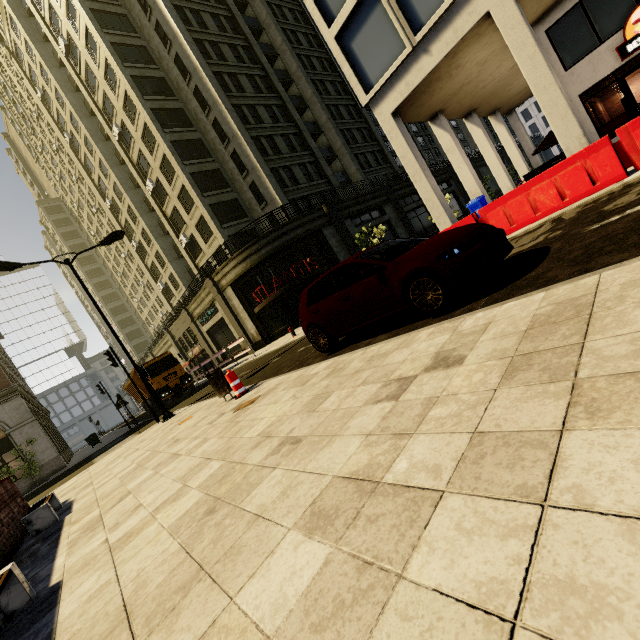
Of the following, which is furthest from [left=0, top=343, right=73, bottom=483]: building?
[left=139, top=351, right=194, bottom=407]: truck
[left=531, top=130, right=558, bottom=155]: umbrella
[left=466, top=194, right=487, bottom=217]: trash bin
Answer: [left=531, top=130, right=558, bottom=155]: umbrella

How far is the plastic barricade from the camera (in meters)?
7.68

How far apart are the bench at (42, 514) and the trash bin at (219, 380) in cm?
364

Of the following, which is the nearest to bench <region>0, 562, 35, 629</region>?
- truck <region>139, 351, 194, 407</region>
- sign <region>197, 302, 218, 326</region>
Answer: truck <region>139, 351, 194, 407</region>

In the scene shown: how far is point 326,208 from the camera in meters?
24.4

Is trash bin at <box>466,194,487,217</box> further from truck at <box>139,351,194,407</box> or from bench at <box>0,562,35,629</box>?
truck at <box>139,351,194,407</box>

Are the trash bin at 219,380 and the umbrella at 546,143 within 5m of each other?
no

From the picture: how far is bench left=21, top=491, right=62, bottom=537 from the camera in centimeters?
582cm
